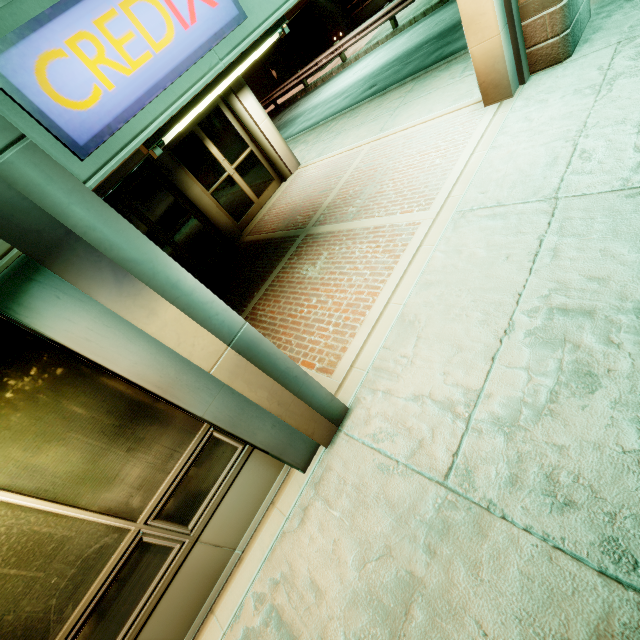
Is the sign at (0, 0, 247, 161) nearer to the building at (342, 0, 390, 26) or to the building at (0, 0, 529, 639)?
the building at (0, 0, 529, 639)

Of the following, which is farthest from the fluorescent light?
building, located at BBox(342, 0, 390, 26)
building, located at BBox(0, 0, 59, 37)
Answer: building, located at BBox(342, 0, 390, 26)

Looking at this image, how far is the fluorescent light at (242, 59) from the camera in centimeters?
216cm

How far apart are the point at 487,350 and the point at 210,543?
3.2 meters

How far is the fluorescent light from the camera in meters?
2.2

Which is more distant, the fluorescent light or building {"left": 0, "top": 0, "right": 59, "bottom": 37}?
the fluorescent light

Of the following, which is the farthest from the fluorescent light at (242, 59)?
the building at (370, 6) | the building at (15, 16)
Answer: the building at (370, 6)
